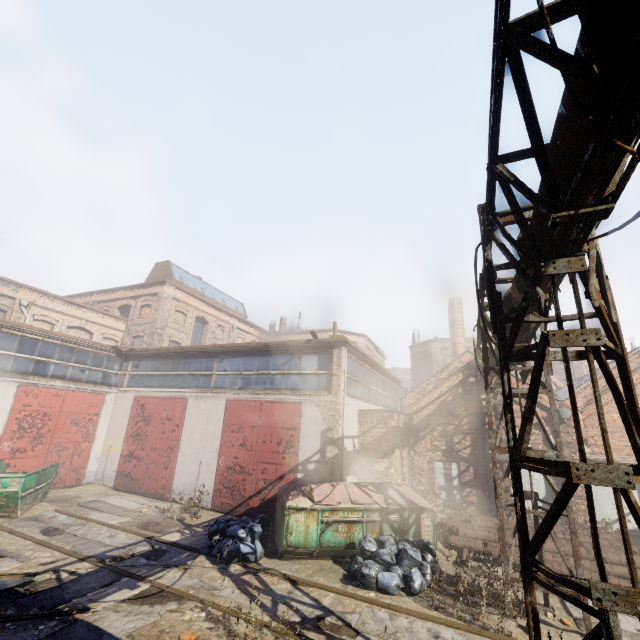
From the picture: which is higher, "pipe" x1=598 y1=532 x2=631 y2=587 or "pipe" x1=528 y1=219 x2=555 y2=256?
"pipe" x1=528 y1=219 x2=555 y2=256

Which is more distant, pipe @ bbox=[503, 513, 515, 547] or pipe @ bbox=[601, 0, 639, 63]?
pipe @ bbox=[503, 513, 515, 547]

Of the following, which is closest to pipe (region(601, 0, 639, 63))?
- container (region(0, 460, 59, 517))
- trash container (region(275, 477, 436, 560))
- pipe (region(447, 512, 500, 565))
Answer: pipe (region(447, 512, 500, 565))

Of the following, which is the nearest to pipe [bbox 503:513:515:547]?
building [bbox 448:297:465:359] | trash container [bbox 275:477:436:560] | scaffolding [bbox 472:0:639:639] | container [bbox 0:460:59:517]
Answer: trash container [bbox 275:477:436:560]

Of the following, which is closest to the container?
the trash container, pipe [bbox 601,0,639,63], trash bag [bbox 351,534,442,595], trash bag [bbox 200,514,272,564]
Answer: trash bag [bbox 200,514,272,564]

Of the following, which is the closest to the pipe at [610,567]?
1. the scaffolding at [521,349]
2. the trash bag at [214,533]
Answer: the scaffolding at [521,349]

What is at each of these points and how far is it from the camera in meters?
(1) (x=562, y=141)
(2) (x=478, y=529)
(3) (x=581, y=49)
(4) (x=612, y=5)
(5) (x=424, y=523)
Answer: (1) pipe, 2.8 m
(2) pipe, 10.4 m
(3) pipe, 2.2 m
(4) pipe, 1.9 m
(5) trash container, 9.4 m

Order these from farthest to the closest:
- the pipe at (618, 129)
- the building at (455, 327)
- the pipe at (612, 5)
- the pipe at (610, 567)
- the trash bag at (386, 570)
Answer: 1. the building at (455, 327)
2. the pipe at (610, 567)
3. the trash bag at (386, 570)
4. the pipe at (618, 129)
5. the pipe at (612, 5)
